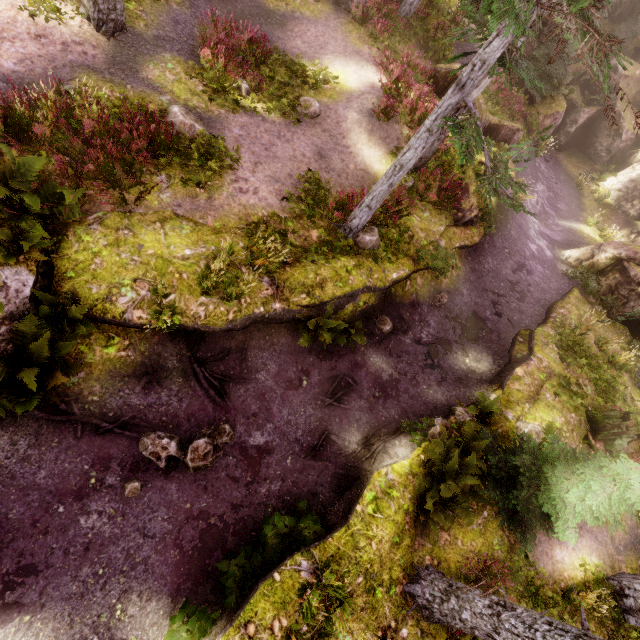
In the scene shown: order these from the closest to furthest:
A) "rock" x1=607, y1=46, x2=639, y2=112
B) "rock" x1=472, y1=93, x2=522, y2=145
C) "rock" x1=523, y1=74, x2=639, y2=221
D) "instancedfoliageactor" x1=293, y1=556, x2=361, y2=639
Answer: "instancedfoliageactor" x1=293, y1=556, x2=361, y2=639 < "rock" x1=472, y1=93, x2=522, y2=145 < "rock" x1=523, y1=74, x2=639, y2=221 < "rock" x1=607, y1=46, x2=639, y2=112

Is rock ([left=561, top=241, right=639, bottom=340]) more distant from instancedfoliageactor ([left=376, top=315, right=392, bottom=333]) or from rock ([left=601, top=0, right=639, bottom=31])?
rock ([left=601, top=0, right=639, bottom=31])

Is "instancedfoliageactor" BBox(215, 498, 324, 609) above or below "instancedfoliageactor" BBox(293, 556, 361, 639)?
below

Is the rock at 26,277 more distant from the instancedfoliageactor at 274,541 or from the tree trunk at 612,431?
the tree trunk at 612,431

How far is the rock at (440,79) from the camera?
13.59m

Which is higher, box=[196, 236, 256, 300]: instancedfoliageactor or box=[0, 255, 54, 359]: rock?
box=[196, 236, 256, 300]: instancedfoliageactor

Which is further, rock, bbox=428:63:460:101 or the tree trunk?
rock, bbox=428:63:460:101

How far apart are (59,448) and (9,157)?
5.3 meters
